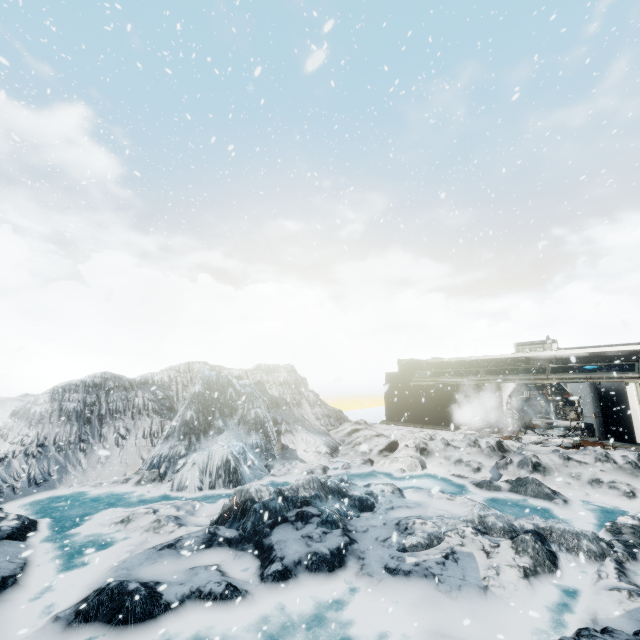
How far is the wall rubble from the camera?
14.0 meters

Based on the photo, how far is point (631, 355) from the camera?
16.5m

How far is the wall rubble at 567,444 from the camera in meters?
14.0 m
